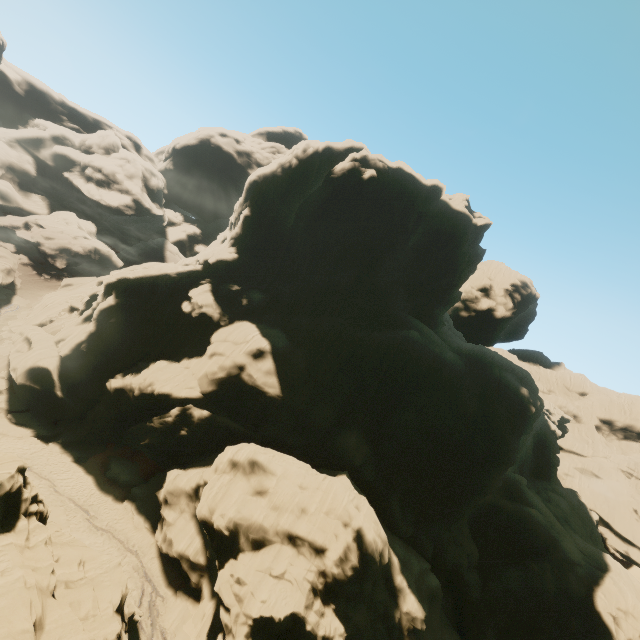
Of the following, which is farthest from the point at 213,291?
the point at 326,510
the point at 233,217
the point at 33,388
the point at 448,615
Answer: the point at 448,615

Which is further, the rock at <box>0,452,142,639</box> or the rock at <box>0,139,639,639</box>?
the rock at <box>0,139,639,639</box>

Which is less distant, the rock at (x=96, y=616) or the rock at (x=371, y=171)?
the rock at (x=96, y=616)
